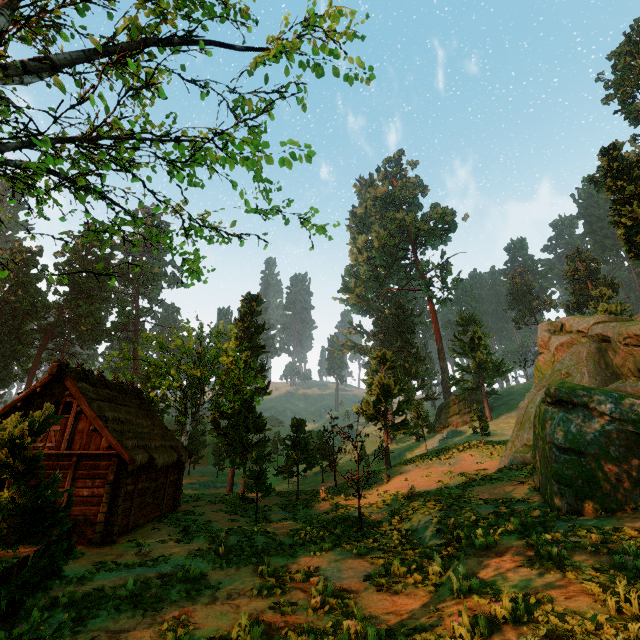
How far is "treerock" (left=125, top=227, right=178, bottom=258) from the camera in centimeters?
994cm

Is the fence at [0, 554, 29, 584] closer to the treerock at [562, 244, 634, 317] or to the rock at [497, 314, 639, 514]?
the treerock at [562, 244, 634, 317]

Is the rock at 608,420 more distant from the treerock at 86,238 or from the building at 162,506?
the building at 162,506

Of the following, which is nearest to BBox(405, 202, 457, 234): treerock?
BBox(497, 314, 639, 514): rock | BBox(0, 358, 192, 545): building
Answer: BBox(0, 358, 192, 545): building

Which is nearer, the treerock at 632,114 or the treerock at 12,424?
the treerock at 12,424

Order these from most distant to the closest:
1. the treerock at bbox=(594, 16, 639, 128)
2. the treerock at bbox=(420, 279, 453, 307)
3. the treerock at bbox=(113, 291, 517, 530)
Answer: the treerock at bbox=(420, 279, 453, 307) → the treerock at bbox=(594, 16, 639, 128) → the treerock at bbox=(113, 291, 517, 530)

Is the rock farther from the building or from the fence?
the building

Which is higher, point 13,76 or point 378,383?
point 13,76
